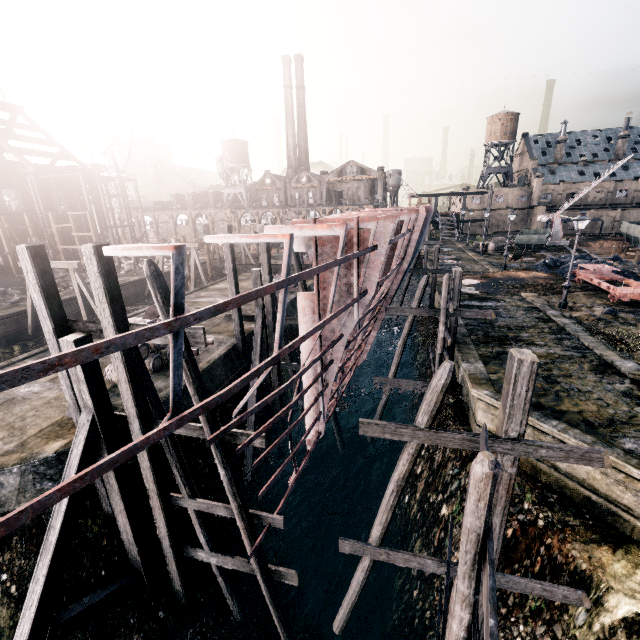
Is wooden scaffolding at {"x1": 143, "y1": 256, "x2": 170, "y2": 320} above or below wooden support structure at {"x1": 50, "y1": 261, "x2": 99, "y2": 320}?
above

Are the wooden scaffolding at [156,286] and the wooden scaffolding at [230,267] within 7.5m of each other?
no

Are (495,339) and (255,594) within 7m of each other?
no

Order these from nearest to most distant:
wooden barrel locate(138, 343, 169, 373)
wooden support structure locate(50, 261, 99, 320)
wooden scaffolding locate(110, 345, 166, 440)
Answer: wooden scaffolding locate(110, 345, 166, 440)
wooden barrel locate(138, 343, 169, 373)
wooden support structure locate(50, 261, 99, 320)

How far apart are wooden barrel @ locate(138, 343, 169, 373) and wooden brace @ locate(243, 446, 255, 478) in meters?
4.0 m

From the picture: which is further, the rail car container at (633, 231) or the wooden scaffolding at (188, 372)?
the rail car container at (633, 231)

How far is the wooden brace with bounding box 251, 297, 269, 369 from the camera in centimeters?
1619cm
